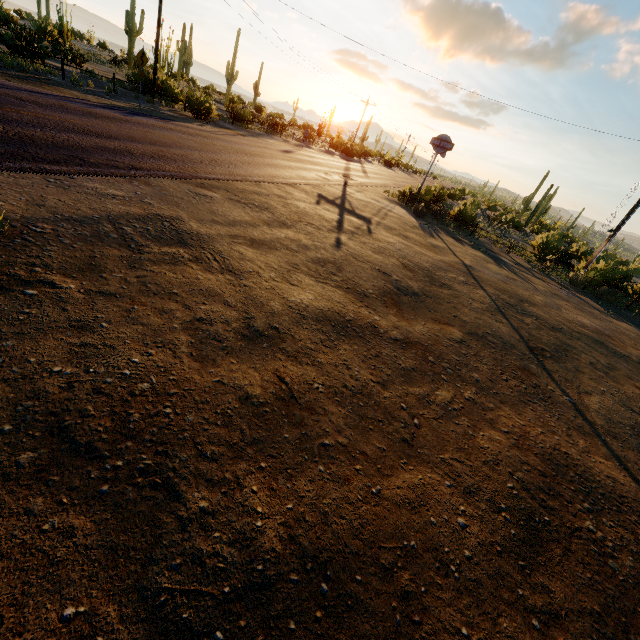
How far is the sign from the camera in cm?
2138

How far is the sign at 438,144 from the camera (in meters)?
21.38

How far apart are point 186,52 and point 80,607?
59.8m
